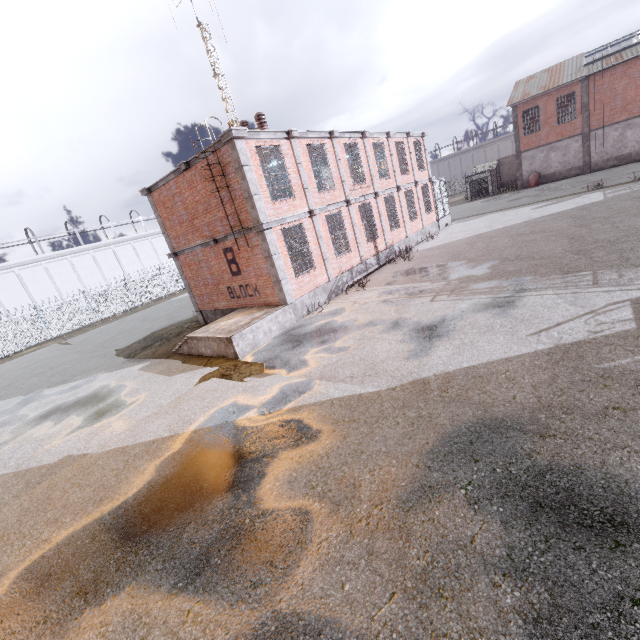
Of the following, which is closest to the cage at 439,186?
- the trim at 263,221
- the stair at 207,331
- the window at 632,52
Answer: the trim at 263,221

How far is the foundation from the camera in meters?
13.4

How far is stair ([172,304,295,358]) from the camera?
10.99m

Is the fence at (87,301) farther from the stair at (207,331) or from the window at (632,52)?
the stair at (207,331)

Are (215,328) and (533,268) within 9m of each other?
no

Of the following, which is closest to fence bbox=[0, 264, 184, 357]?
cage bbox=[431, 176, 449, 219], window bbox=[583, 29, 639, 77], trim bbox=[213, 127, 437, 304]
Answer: cage bbox=[431, 176, 449, 219]

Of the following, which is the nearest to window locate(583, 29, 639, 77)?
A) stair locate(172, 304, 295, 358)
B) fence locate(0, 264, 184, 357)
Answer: fence locate(0, 264, 184, 357)

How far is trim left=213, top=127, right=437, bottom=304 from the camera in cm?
1123
